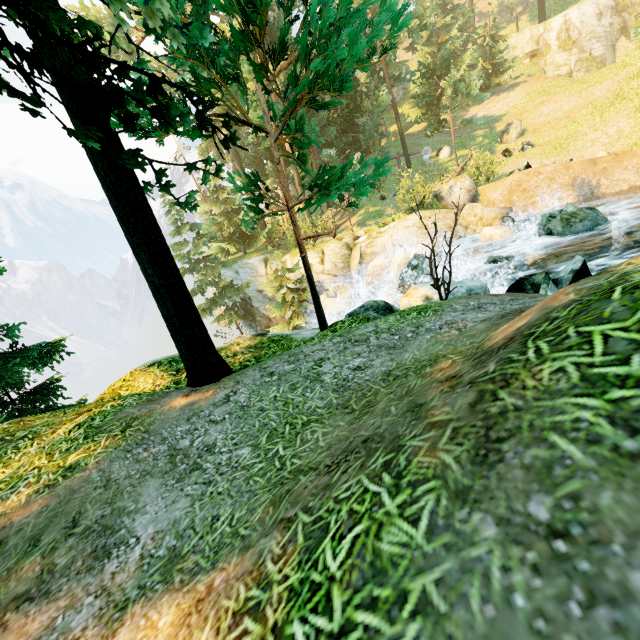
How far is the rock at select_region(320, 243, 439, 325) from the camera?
9.2 meters

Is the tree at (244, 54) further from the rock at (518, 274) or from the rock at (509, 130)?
the rock at (518, 274)

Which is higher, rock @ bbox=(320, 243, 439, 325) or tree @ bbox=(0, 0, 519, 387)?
tree @ bbox=(0, 0, 519, 387)

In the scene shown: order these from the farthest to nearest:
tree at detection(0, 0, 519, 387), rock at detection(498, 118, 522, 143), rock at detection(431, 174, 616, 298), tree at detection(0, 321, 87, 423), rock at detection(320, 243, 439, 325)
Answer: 1. rock at detection(498, 118, 522, 143)
2. rock at detection(320, 243, 439, 325)
3. tree at detection(0, 321, 87, 423)
4. rock at detection(431, 174, 616, 298)
5. tree at detection(0, 0, 519, 387)

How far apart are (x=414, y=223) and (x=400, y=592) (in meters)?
18.66

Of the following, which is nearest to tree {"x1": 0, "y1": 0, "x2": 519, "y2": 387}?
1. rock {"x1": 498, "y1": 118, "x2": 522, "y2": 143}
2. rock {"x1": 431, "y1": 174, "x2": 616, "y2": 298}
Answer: rock {"x1": 498, "y1": 118, "x2": 522, "y2": 143}
